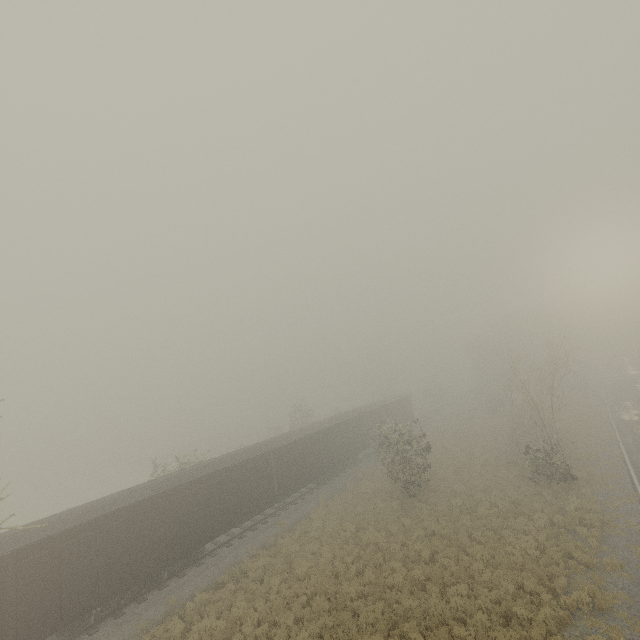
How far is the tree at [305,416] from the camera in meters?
44.4 m

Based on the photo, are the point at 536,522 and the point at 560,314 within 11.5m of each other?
no

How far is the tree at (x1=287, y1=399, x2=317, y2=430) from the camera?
44.4m

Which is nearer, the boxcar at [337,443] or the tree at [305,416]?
the boxcar at [337,443]

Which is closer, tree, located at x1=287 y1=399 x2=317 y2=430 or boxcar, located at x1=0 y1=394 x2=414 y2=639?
boxcar, located at x1=0 y1=394 x2=414 y2=639
